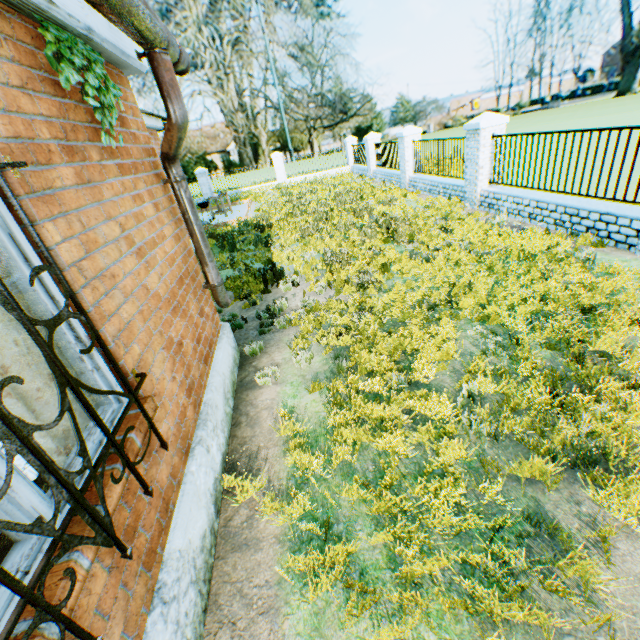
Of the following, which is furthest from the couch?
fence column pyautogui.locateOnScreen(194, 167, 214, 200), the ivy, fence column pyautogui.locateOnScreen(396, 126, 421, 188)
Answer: fence column pyautogui.locateOnScreen(194, 167, 214, 200)

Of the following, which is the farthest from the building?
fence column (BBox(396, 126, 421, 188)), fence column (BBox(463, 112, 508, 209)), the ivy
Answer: fence column (BBox(396, 126, 421, 188))

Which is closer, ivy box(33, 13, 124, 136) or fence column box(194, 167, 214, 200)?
ivy box(33, 13, 124, 136)

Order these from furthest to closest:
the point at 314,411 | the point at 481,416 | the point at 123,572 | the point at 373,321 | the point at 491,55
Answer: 1. the point at 491,55
2. the point at 373,321
3. the point at 314,411
4. the point at 481,416
5. the point at 123,572

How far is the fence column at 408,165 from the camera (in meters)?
13.74

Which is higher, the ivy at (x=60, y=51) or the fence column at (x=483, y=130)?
the ivy at (x=60, y=51)

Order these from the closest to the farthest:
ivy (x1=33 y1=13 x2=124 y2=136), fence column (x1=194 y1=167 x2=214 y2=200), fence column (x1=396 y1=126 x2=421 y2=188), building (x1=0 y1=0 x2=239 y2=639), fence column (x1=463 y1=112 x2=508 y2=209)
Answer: building (x1=0 y1=0 x2=239 y2=639), ivy (x1=33 y1=13 x2=124 y2=136), fence column (x1=463 y1=112 x2=508 y2=209), fence column (x1=396 y1=126 x2=421 y2=188), fence column (x1=194 y1=167 x2=214 y2=200)

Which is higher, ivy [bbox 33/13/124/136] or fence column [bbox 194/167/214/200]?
ivy [bbox 33/13/124/136]
